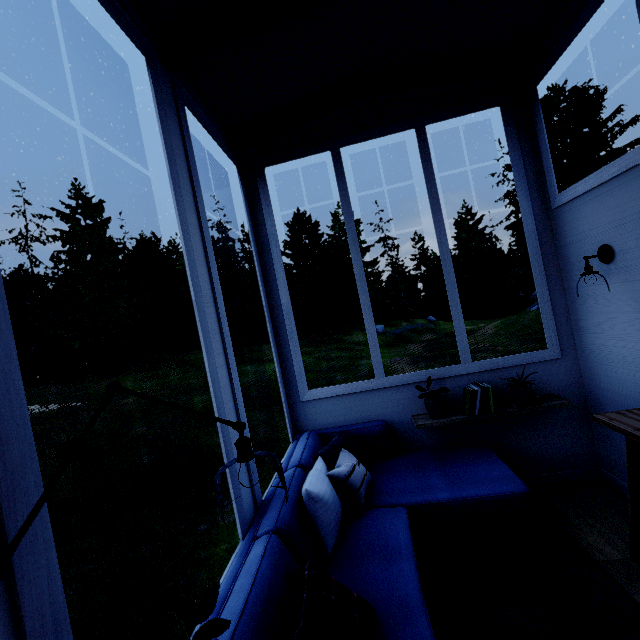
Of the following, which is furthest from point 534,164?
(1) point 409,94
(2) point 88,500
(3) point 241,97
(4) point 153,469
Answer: (4) point 153,469
